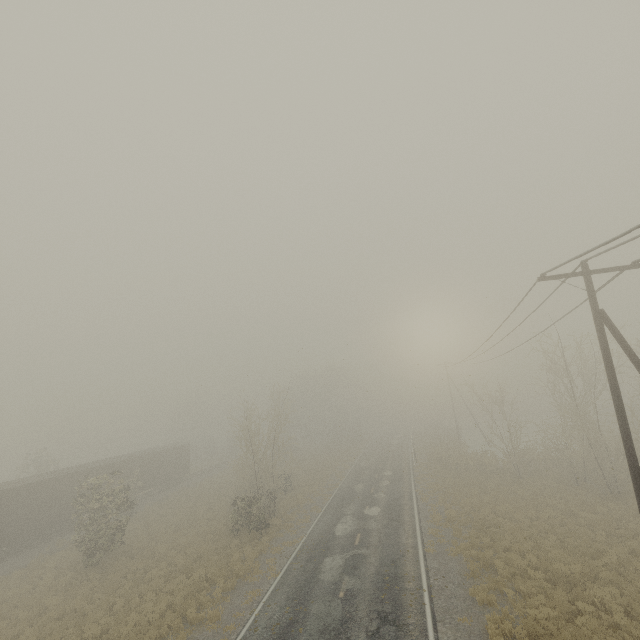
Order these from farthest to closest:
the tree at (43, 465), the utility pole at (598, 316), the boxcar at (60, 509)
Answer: the tree at (43, 465) < the boxcar at (60, 509) < the utility pole at (598, 316)

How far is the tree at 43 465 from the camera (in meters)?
35.58

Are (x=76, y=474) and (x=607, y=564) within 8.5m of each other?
no

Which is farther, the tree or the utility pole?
the tree

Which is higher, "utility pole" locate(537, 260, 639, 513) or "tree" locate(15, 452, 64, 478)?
"utility pole" locate(537, 260, 639, 513)

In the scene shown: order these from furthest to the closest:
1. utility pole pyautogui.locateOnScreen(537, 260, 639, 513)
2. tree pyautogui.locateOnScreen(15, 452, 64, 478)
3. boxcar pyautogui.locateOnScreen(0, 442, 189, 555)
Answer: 1. tree pyautogui.locateOnScreen(15, 452, 64, 478)
2. boxcar pyautogui.locateOnScreen(0, 442, 189, 555)
3. utility pole pyautogui.locateOnScreen(537, 260, 639, 513)

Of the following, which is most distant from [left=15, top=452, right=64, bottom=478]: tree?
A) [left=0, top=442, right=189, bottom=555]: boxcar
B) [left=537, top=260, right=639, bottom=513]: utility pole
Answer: [left=537, top=260, right=639, bottom=513]: utility pole

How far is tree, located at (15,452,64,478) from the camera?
35.6 meters
